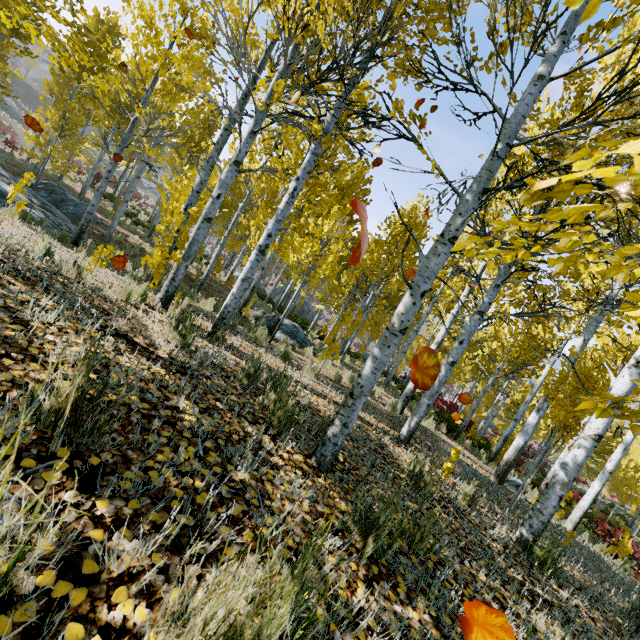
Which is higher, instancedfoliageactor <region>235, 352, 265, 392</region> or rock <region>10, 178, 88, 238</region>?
instancedfoliageactor <region>235, 352, 265, 392</region>

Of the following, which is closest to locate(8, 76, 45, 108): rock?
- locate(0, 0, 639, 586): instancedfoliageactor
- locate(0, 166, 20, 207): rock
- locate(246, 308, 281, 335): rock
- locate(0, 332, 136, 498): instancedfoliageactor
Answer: locate(0, 0, 639, 586): instancedfoliageactor

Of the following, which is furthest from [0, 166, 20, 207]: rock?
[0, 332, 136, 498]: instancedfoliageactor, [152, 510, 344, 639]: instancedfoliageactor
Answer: [152, 510, 344, 639]: instancedfoliageactor

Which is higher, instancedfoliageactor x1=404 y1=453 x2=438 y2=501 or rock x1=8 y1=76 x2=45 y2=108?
rock x1=8 y1=76 x2=45 y2=108

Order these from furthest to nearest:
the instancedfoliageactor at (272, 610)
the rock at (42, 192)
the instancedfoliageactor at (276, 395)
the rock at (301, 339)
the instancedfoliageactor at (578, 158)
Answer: the rock at (301, 339), the rock at (42, 192), the instancedfoliageactor at (276, 395), the instancedfoliageactor at (578, 158), the instancedfoliageactor at (272, 610)

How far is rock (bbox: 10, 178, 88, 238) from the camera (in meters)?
9.14

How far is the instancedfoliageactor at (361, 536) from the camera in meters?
1.9

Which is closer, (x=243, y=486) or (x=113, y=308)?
(x=243, y=486)
